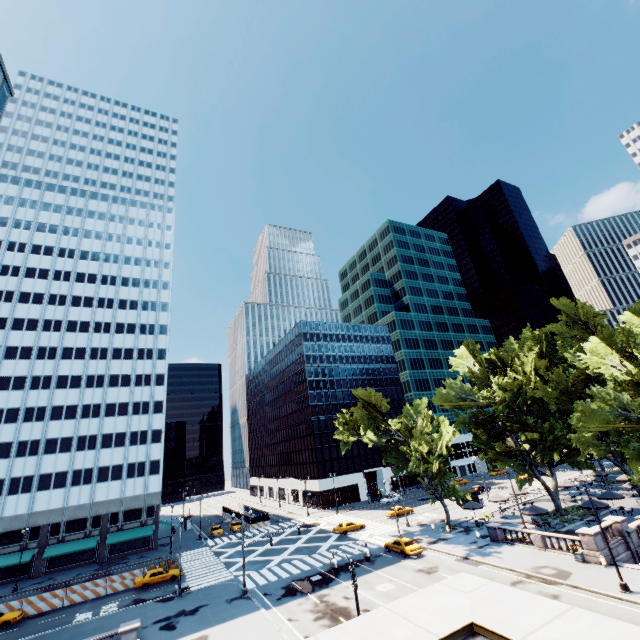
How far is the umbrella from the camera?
36.75m

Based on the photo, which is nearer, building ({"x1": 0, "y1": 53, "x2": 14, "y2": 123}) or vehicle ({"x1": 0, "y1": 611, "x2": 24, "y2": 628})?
vehicle ({"x1": 0, "y1": 611, "x2": 24, "y2": 628})

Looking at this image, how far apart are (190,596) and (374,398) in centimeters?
3143cm

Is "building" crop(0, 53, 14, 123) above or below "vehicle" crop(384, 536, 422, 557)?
above

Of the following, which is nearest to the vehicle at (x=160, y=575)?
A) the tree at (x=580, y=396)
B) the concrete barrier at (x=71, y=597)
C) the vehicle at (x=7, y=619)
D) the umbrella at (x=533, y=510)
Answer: the concrete barrier at (x=71, y=597)

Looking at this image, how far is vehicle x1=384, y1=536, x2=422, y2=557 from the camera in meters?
35.4

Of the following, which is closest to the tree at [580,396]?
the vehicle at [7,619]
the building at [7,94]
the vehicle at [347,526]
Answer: the vehicle at [347,526]

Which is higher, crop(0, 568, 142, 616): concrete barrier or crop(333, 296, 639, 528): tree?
crop(333, 296, 639, 528): tree
